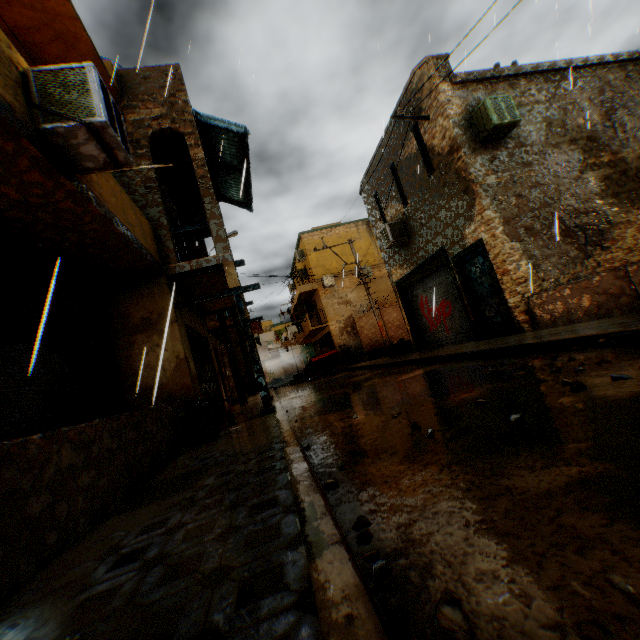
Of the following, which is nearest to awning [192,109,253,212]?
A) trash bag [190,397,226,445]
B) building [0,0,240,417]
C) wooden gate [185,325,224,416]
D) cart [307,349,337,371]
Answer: building [0,0,240,417]

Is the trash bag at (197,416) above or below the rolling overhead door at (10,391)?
below

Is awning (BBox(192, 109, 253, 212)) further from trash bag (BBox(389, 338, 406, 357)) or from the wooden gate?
trash bag (BBox(389, 338, 406, 357))

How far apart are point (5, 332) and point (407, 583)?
5.9 meters

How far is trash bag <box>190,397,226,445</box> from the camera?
5.9m

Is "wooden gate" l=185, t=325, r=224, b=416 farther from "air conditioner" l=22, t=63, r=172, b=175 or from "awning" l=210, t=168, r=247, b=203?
"awning" l=210, t=168, r=247, b=203

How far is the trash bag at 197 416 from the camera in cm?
588

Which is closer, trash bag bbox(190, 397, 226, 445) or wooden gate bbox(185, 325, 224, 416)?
trash bag bbox(190, 397, 226, 445)
